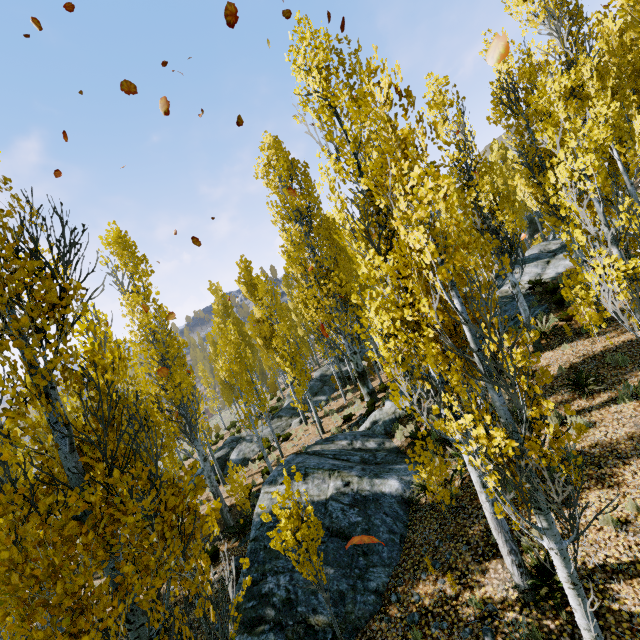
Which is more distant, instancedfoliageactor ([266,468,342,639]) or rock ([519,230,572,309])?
rock ([519,230,572,309])

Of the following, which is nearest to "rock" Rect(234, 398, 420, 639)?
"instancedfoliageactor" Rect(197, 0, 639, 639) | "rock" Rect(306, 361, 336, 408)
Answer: "instancedfoliageactor" Rect(197, 0, 639, 639)

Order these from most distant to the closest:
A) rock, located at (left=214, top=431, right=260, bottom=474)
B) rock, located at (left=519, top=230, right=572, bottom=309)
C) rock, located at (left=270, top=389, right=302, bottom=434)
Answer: rock, located at (left=270, top=389, right=302, bottom=434), rock, located at (left=214, top=431, right=260, bottom=474), rock, located at (left=519, top=230, right=572, bottom=309)

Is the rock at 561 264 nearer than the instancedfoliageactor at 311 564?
No

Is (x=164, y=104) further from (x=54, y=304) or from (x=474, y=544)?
(x=474, y=544)

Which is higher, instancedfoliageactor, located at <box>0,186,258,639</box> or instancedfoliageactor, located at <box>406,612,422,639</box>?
instancedfoliageactor, located at <box>0,186,258,639</box>

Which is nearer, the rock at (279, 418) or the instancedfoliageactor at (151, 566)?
the instancedfoliageactor at (151, 566)

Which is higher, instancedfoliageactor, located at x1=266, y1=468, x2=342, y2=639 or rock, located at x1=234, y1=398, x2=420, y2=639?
instancedfoliageactor, located at x1=266, y1=468, x2=342, y2=639
